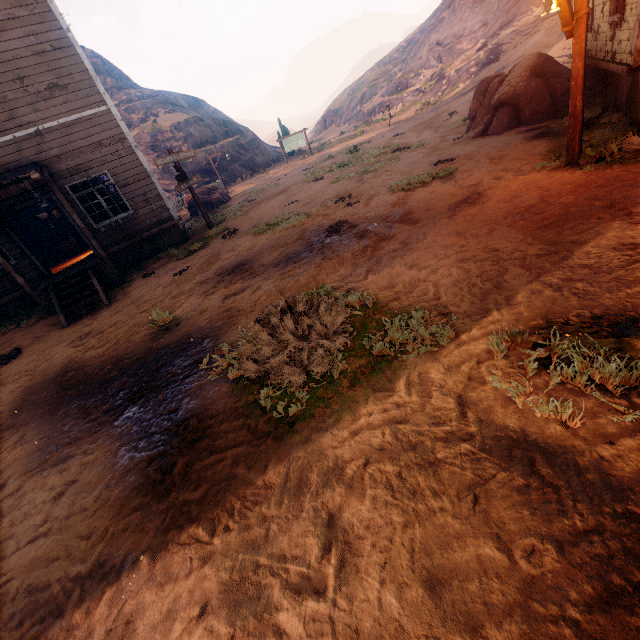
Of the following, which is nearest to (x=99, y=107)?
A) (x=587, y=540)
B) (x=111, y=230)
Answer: (x=111, y=230)

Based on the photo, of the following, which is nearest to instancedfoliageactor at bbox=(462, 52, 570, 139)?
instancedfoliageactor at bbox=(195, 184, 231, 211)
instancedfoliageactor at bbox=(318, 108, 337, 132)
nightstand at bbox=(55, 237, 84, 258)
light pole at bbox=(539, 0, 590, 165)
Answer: light pole at bbox=(539, 0, 590, 165)

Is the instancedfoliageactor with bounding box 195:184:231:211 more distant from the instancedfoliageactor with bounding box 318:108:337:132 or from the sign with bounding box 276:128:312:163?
the instancedfoliageactor with bounding box 318:108:337:132

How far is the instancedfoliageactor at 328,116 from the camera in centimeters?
5575cm

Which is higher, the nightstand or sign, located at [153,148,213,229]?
sign, located at [153,148,213,229]

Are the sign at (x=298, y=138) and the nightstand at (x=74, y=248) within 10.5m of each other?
no

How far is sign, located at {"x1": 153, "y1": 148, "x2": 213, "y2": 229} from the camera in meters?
12.0

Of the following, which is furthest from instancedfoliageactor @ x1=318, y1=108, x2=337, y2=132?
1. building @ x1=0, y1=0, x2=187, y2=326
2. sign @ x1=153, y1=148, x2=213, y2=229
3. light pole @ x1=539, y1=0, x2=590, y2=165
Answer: light pole @ x1=539, y1=0, x2=590, y2=165
